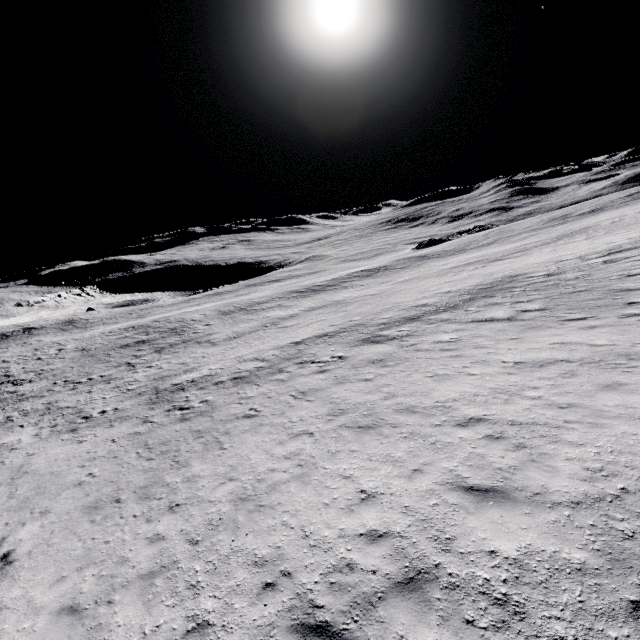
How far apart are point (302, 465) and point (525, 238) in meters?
50.4 m
